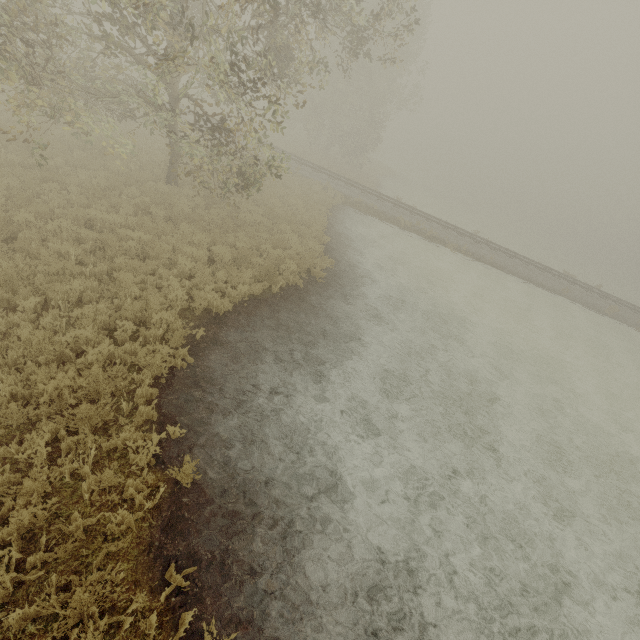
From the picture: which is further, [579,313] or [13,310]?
[579,313]
